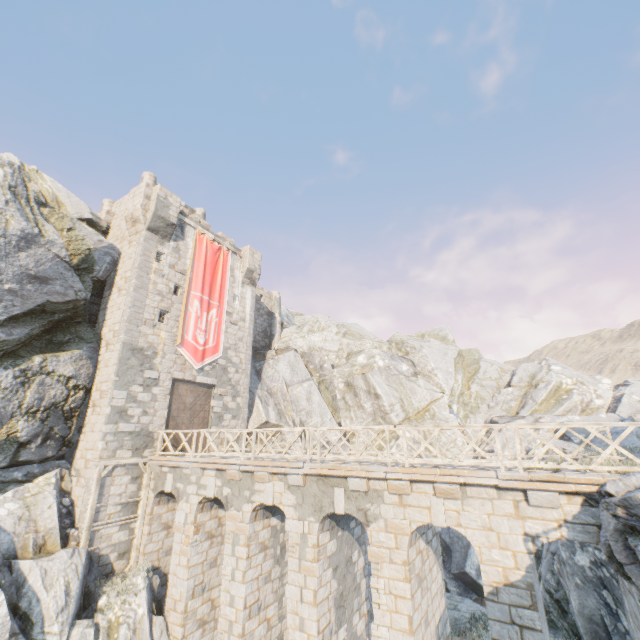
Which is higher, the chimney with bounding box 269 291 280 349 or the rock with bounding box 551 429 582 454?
the chimney with bounding box 269 291 280 349

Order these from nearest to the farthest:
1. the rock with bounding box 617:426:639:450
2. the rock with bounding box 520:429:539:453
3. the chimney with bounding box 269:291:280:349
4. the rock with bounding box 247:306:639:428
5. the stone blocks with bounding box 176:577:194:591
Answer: the stone blocks with bounding box 176:577:194:591
the rock with bounding box 617:426:639:450
the rock with bounding box 520:429:539:453
the rock with bounding box 247:306:639:428
the chimney with bounding box 269:291:280:349

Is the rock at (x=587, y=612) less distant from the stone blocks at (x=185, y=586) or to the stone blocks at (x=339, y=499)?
the stone blocks at (x=339, y=499)

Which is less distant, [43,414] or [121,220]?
[43,414]

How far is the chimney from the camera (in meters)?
30.10

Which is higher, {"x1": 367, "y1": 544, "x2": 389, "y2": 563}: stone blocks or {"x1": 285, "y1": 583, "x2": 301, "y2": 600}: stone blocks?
{"x1": 367, "y1": 544, "x2": 389, "y2": 563}: stone blocks

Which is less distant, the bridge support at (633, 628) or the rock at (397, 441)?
the bridge support at (633, 628)

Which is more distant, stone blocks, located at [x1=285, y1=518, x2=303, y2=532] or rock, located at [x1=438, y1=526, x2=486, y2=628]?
rock, located at [x1=438, y1=526, x2=486, y2=628]
